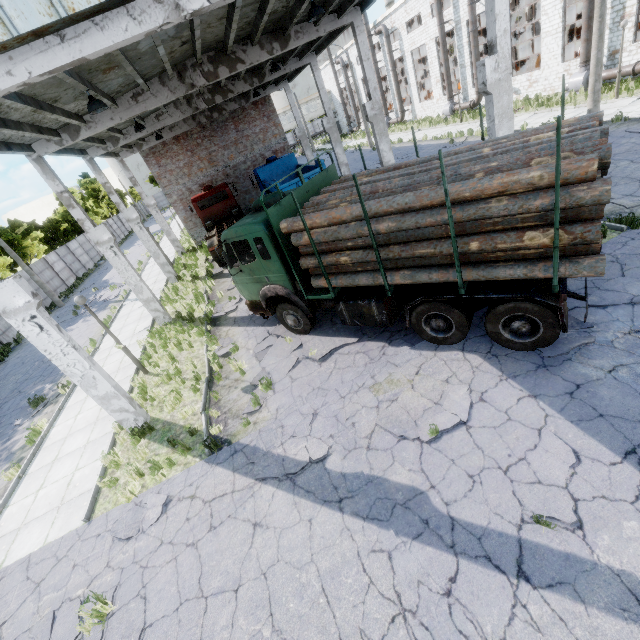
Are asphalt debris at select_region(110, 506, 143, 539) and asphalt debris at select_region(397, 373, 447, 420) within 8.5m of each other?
yes

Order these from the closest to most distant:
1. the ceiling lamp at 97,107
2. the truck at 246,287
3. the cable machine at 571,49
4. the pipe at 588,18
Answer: the truck at 246,287 < the ceiling lamp at 97,107 < the pipe at 588,18 < the cable machine at 571,49

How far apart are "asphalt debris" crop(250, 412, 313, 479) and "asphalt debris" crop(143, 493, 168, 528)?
2.0 meters

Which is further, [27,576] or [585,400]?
[27,576]

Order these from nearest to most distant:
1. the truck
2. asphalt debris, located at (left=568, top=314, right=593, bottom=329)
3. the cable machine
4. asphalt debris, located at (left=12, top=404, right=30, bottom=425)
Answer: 1. the truck
2. asphalt debris, located at (left=568, top=314, right=593, bottom=329)
3. asphalt debris, located at (left=12, top=404, right=30, bottom=425)
4. the cable machine

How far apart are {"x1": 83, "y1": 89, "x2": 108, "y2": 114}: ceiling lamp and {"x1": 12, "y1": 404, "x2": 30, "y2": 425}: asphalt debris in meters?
11.0

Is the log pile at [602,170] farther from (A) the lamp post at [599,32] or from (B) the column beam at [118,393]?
(A) the lamp post at [599,32]

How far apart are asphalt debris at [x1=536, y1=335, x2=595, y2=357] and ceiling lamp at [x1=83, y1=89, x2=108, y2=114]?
12.04m
